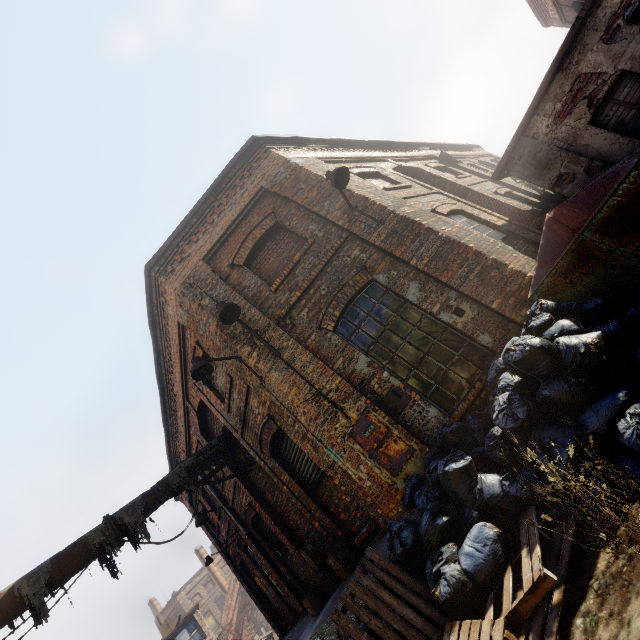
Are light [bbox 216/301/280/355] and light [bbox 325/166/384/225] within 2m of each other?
no

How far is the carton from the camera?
6.3 meters

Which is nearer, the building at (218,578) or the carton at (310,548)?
the carton at (310,548)

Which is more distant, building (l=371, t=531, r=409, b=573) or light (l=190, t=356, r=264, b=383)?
light (l=190, t=356, r=264, b=383)

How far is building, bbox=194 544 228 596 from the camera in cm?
3519

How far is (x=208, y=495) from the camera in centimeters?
1288cm

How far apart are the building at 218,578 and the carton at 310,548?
38.13m

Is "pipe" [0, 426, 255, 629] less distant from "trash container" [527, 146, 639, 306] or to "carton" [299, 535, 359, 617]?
"carton" [299, 535, 359, 617]
